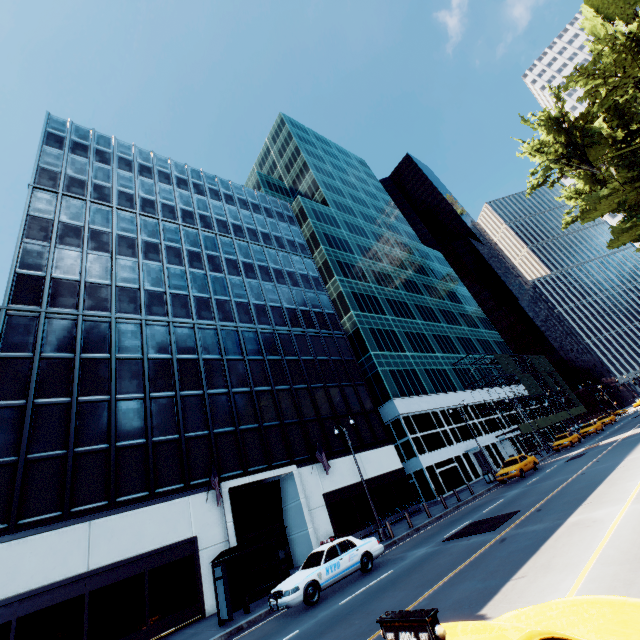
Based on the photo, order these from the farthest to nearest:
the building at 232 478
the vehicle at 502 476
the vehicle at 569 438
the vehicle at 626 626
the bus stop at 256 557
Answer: the vehicle at 569 438
the vehicle at 502 476
the building at 232 478
the bus stop at 256 557
the vehicle at 626 626

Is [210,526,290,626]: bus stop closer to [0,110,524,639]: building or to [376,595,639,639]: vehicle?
[0,110,524,639]: building

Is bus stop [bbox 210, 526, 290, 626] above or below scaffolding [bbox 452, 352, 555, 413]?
below

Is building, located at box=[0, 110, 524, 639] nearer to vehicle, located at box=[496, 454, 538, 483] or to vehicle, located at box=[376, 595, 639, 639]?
vehicle, located at box=[496, 454, 538, 483]

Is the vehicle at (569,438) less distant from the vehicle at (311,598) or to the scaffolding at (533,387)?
the scaffolding at (533,387)

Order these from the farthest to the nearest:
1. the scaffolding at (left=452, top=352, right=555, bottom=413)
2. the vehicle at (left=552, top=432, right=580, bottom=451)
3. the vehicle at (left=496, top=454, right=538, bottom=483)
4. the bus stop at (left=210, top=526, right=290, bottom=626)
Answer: the scaffolding at (left=452, top=352, right=555, bottom=413) < the vehicle at (left=552, top=432, right=580, bottom=451) < the vehicle at (left=496, top=454, right=538, bottom=483) < the bus stop at (left=210, top=526, right=290, bottom=626)

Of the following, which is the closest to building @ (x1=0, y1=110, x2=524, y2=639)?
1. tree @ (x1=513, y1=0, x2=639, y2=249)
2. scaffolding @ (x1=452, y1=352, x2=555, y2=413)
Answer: scaffolding @ (x1=452, y1=352, x2=555, y2=413)

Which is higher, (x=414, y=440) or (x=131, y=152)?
(x=131, y=152)
